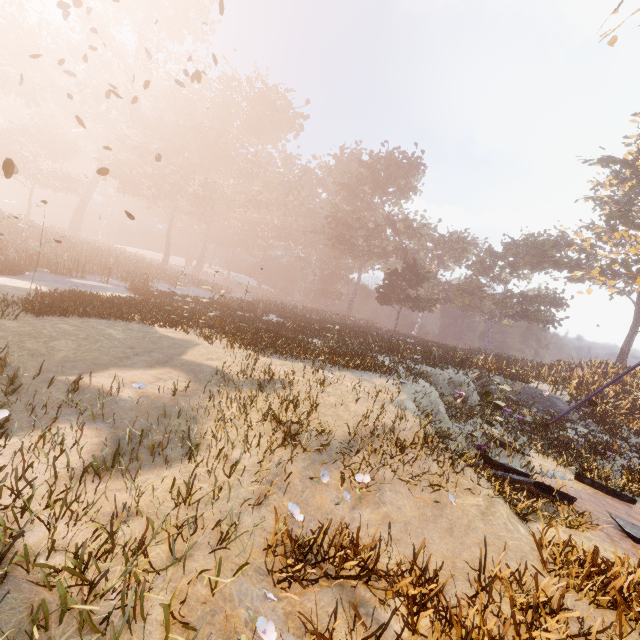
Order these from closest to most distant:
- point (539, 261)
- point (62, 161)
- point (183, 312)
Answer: point (183, 312), point (539, 261), point (62, 161)

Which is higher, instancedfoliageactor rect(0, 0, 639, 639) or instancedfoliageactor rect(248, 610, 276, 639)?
instancedfoliageactor rect(0, 0, 639, 639)

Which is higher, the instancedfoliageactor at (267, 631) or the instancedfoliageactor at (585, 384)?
the instancedfoliageactor at (585, 384)

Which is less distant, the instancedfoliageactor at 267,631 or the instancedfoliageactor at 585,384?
the instancedfoliageactor at 267,631

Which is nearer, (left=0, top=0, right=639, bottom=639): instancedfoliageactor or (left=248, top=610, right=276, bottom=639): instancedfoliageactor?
(left=248, top=610, right=276, bottom=639): instancedfoliageactor
